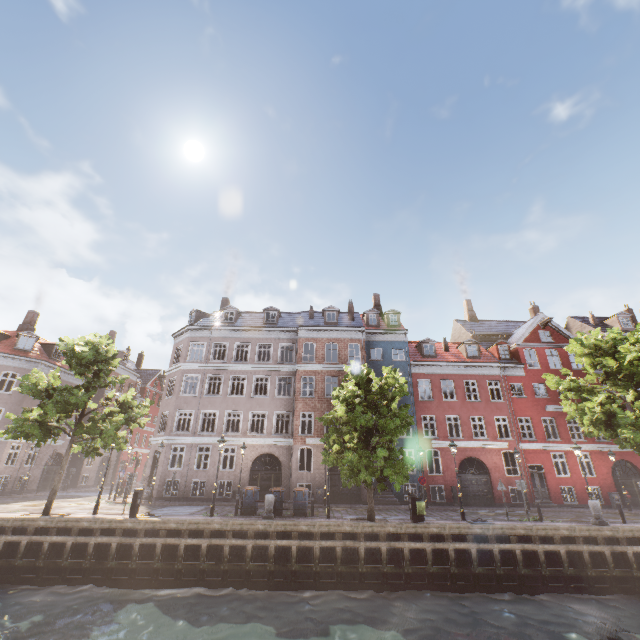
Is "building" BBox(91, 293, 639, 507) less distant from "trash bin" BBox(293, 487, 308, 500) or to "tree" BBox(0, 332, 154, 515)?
"tree" BBox(0, 332, 154, 515)

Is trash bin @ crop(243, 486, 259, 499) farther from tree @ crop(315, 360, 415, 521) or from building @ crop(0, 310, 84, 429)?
building @ crop(0, 310, 84, 429)

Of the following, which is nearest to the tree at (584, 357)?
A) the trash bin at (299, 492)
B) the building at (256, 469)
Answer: the trash bin at (299, 492)

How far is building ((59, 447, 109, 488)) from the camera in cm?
3438

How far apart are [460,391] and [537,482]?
8.5m

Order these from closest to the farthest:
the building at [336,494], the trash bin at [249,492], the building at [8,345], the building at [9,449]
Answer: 1. the trash bin at [249,492]
2. the building at [336,494]
3. the building at [9,449]
4. the building at [8,345]

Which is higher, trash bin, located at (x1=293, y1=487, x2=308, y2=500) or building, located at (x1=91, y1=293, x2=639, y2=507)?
building, located at (x1=91, y1=293, x2=639, y2=507)
